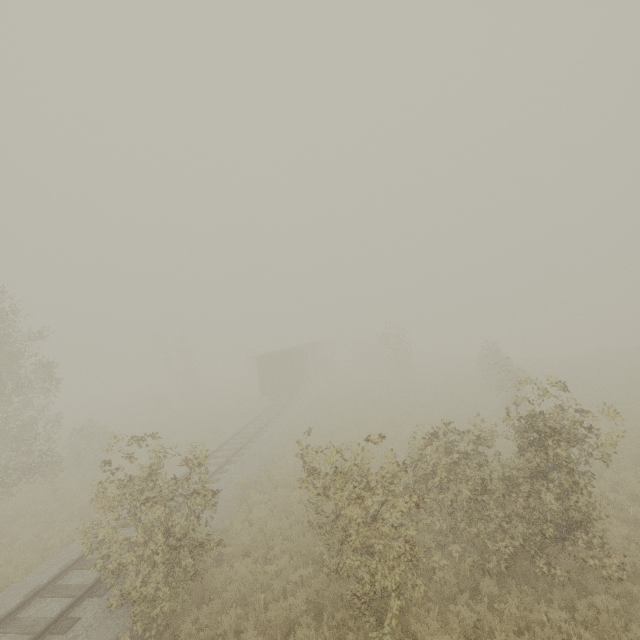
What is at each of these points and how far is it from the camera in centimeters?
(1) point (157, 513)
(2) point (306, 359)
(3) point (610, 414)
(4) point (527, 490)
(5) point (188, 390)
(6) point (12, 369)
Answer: (1) tree, 733cm
(2) boxcar, 3650cm
(3) tree, 741cm
(4) tree, 775cm
(5) tree, 4497cm
(6) tree, 1582cm

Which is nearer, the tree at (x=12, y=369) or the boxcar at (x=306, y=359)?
the tree at (x=12, y=369)

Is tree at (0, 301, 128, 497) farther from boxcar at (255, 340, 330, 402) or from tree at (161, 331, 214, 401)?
tree at (161, 331, 214, 401)

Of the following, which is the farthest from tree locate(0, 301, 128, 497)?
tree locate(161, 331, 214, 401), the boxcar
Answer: tree locate(161, 331, 214, 401)

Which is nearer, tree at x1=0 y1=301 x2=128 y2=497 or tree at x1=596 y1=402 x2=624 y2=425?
tree at x1=596 y1=402 x2=624 y2=425

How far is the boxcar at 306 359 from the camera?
29.6m
